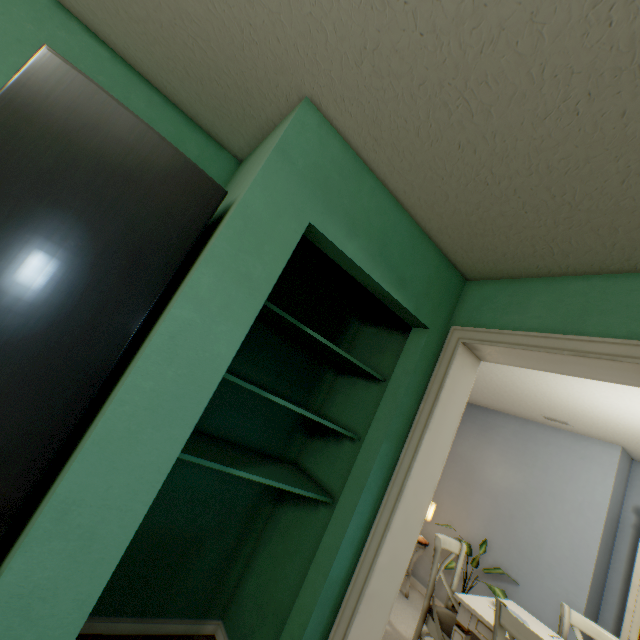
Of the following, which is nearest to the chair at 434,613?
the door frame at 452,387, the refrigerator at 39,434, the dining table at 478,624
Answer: the dining table at 478,624

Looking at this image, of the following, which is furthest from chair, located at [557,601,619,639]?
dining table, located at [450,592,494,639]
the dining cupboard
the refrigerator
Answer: the refrigerator

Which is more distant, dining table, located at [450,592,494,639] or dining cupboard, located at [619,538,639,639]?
dining cupboard, located at [619,538,639,639]

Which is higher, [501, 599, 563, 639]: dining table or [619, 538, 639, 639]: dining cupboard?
[619, 538, 639, 639]: dining cupboard

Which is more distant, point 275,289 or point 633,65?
point 275,289

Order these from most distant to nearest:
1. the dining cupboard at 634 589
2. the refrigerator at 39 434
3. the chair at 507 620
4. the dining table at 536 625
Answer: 1. the dining cupboard at 634 589
2. the dining table at 536 625
3. the chair at 507 620
4. the refrigerator at 39 434

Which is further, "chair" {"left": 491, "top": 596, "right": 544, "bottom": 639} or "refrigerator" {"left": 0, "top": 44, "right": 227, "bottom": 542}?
"chair" {"left": 491, "top": 596, "right": 544, "bottom": 639}
